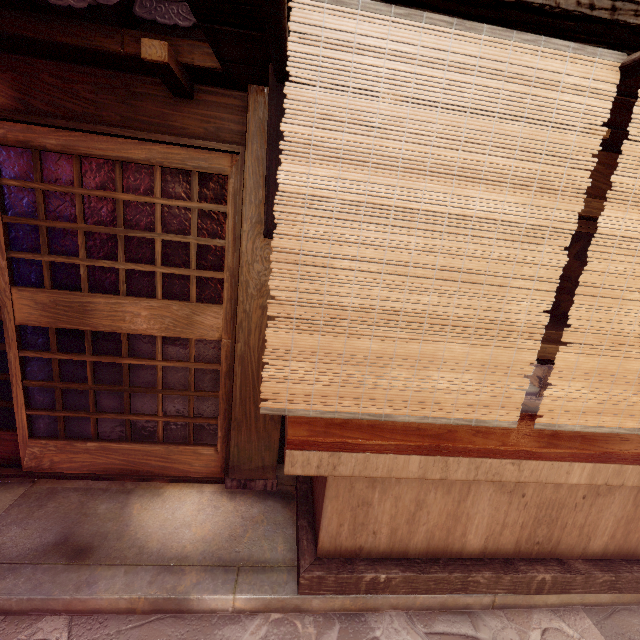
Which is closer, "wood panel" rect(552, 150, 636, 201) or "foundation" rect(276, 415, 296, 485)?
"wood panel" rect(552, 150, 636, 201)

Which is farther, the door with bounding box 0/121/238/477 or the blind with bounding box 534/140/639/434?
the door with bounding box 0/121/238/477

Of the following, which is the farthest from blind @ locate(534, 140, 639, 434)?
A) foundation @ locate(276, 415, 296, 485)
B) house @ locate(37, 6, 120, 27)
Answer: house @ locate(37, 6, 120, 27)

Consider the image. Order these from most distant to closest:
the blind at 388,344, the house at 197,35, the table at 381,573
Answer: the house at 197,35, the table at 381,573, the blind at 388,344

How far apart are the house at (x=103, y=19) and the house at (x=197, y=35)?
0.18m

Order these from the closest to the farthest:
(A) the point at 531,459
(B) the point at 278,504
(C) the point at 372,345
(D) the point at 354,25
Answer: (D) the point at 354,25 < (C) the point at 372,345 < (A) the point at 531,459 < (B) the point at 278,504

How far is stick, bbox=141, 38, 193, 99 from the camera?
3.2 meters

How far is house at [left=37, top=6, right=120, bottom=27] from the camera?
3.52m
